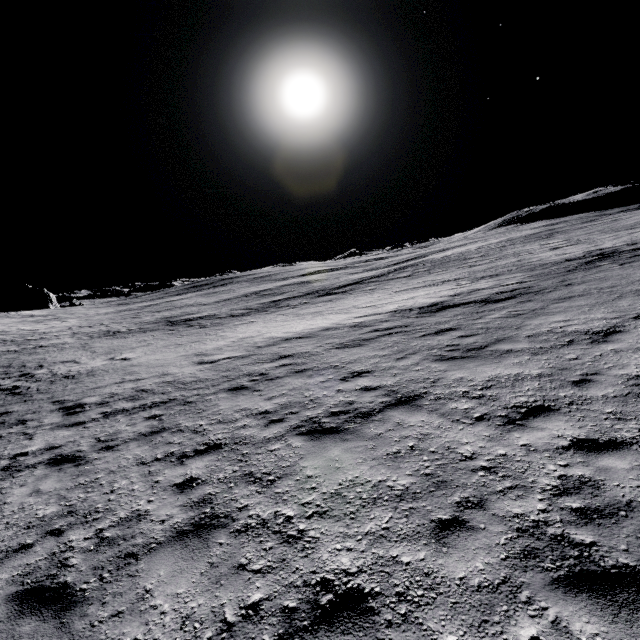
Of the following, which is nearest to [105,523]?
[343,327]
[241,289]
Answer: [343,327]
